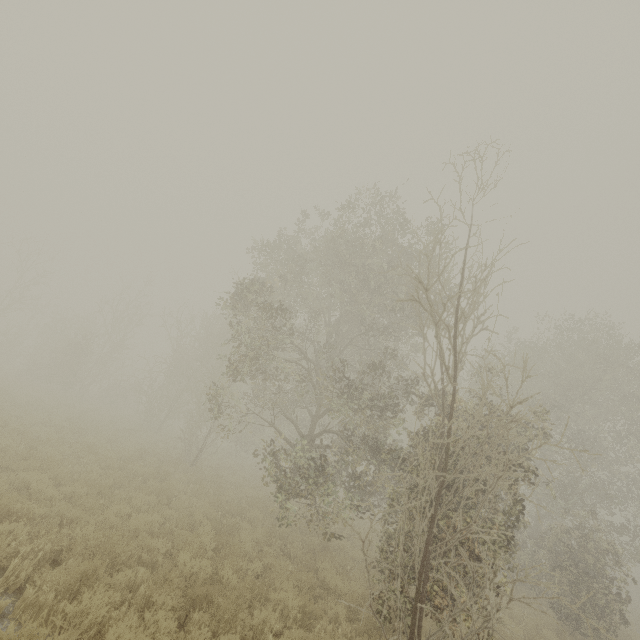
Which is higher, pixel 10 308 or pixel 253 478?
pixel 10 308
